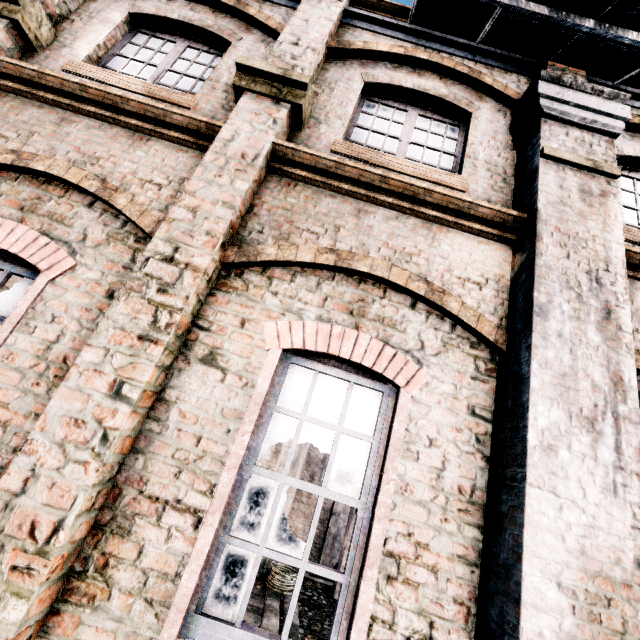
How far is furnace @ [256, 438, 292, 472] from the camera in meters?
15.8 m

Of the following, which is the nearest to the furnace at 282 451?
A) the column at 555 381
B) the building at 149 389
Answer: the building at 149 389

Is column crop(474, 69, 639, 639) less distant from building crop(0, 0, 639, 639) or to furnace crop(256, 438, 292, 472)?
building crop(0, 0, 639, 639)

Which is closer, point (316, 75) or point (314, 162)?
point (314, 162)

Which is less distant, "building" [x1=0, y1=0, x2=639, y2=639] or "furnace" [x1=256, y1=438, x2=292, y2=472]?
"building" [x1=0, y1=0, x2=639, y2=639]
